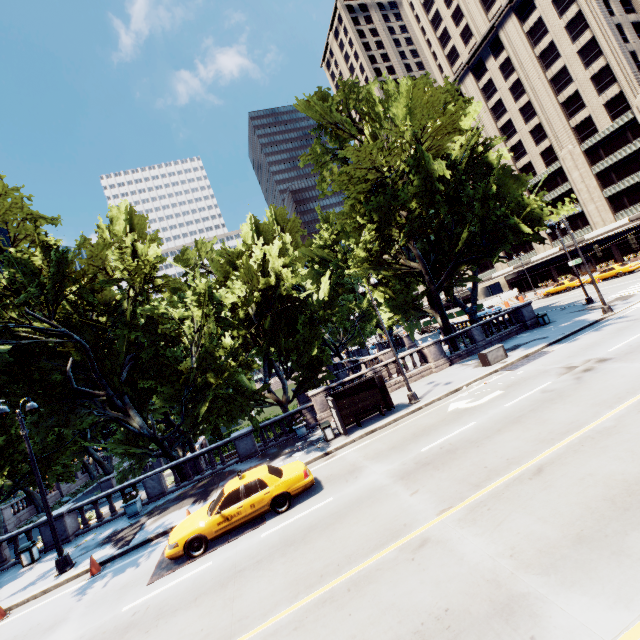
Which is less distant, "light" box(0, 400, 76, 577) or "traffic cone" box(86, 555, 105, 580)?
"traffic cone" box(86, 555, 105, 580)

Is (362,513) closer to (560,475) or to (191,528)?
(560,475)

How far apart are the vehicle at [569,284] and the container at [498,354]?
30.6m

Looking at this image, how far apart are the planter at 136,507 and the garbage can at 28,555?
4.2 meters

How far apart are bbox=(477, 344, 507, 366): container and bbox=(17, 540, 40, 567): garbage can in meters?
26.1 m

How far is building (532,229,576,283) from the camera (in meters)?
54.91

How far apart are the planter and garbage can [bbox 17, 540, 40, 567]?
4.19m

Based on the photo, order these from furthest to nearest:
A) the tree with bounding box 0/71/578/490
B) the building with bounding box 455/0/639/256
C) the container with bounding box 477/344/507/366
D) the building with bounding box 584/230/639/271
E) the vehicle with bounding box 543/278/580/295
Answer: the building with bounding box 584/230/639/271
the building with bounding box 455/0/639/256
the vehicle with bounding box 543/278/580/295
the container with bounding box 477/344/507/366
the tree with bounding box 0/71/578/490
